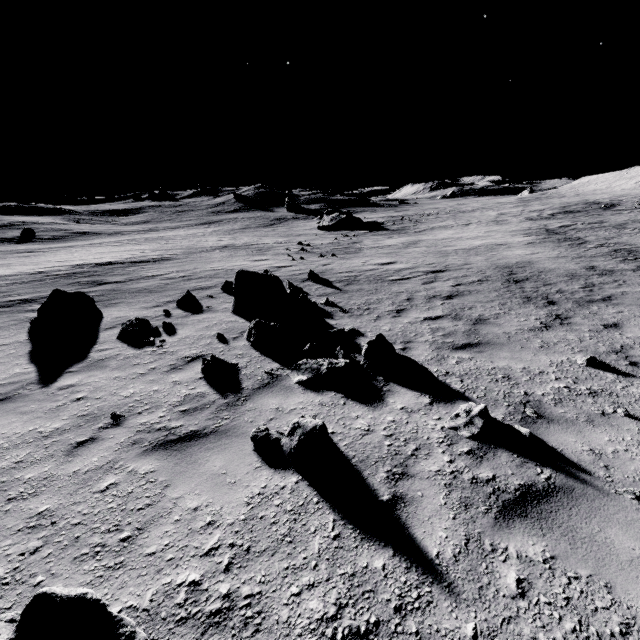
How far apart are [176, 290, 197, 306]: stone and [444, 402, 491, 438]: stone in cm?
939

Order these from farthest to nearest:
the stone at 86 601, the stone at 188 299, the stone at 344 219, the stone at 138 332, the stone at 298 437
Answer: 1. the stone at 344 219
2. the stone at 188 299
3. the stone at 138 332
4. the stone at 298 437
5. the stone at 86 601

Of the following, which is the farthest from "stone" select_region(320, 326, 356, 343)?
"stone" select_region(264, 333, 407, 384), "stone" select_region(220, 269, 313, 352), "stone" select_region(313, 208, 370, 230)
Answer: "stone" select_region(313, 208, 370, 230)

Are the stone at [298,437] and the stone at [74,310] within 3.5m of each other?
no

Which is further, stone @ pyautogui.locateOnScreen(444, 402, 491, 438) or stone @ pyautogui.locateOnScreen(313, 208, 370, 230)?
stone @ pyautogui.locateOnScreen(313, 208, 370, 230)

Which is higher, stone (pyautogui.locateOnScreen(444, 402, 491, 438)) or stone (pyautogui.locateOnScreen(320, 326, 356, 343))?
stone (pyautogui.locateOnScreen(444, 402, 491, 438))

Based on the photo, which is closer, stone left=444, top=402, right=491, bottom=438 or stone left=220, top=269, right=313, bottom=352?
stone left=444, top=402, right=491, bottom=438

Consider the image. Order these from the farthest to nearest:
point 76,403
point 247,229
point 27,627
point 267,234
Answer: point 247,229 → point 267,234 → point 76,403 → point 27,627
